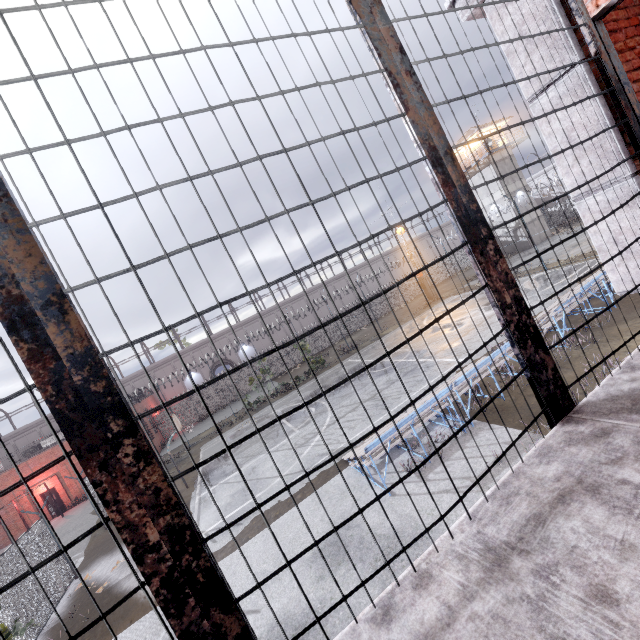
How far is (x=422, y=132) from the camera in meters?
1.8 m

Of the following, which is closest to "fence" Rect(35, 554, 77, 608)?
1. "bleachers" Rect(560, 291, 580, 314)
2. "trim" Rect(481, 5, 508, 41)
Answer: "trim" Rect(481, 5, 508, 41)

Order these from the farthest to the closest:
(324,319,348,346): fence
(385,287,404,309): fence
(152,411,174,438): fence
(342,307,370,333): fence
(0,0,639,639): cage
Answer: (385,287,404,309): fence, (342,307,370,333): fence, (152,411,174,438): fence, (324,319,348,346): fence, (0,0,639,639): cage

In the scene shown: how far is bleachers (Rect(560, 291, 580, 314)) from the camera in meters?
11.3

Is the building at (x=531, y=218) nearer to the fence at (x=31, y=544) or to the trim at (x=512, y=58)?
the fence at (x=31, y=544)

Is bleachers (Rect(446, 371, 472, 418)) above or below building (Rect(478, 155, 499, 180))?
below

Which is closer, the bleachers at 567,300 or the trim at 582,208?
the trim at 582,208

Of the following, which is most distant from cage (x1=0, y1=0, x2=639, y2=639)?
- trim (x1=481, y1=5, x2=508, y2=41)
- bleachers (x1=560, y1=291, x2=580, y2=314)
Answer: bleachers (x1=560, y1=291, x2=580, y2=314)
